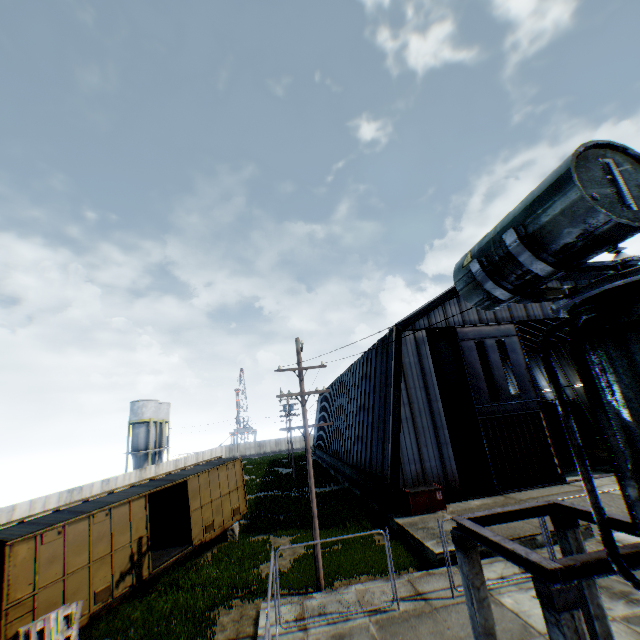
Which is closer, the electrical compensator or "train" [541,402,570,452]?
the electrical compensator

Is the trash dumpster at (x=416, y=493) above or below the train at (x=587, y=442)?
below

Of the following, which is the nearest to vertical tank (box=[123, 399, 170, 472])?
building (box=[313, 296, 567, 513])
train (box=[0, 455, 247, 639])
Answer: building (box=[313, 296, 567, 513])

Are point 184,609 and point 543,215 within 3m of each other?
no

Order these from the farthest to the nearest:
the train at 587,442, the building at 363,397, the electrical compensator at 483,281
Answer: the train at 587,442
the building at 363,397
the electrical compensator at 483,281

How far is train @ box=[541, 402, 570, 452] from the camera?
25.0 meters

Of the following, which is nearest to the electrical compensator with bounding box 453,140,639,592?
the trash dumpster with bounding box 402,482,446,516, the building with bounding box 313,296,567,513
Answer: the trash dumpster with bounding box 402,482,446,516

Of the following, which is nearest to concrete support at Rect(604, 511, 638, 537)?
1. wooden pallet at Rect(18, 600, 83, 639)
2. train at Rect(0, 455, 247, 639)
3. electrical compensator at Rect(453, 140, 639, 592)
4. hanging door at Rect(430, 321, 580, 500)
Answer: electrical compensator at Rect(453, 140, 639, 592)
